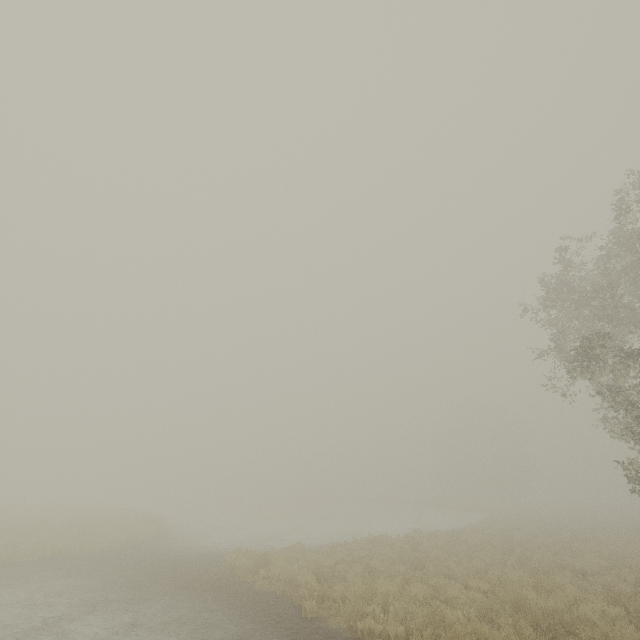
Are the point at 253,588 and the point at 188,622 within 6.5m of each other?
yes
